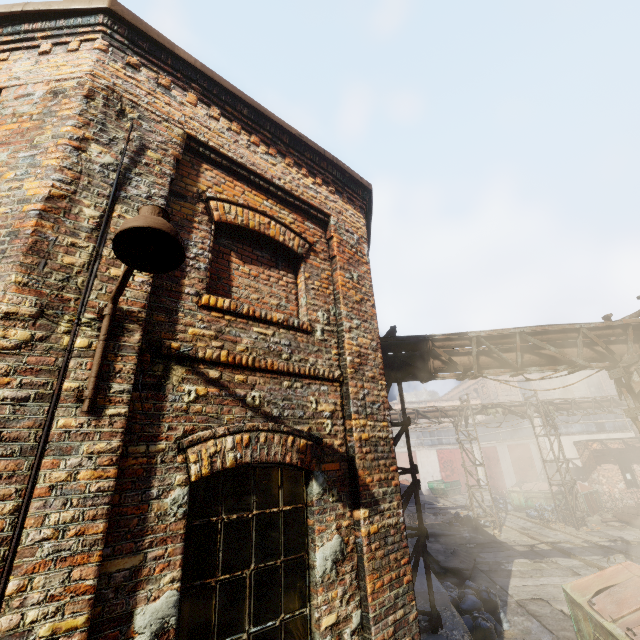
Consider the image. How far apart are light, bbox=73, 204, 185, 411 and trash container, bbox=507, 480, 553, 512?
25.6m

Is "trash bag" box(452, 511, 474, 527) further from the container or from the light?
the light

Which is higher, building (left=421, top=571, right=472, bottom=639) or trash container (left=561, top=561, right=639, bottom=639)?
trash container (left=561, top=561, right=639, bottom=639)

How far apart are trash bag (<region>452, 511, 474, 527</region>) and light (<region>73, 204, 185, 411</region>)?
20.6m

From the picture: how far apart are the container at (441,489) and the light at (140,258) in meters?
33.8

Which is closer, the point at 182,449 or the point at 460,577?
the point at 182,449

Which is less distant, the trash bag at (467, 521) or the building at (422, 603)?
the building at (422, 603)

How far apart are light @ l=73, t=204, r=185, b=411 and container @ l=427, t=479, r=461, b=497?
33.81m
